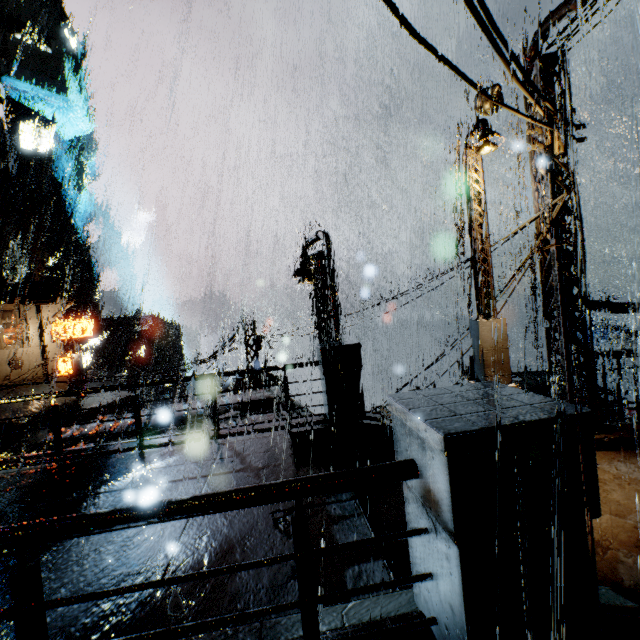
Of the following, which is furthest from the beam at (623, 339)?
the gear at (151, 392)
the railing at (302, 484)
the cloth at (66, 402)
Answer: the gear at (151, 392)

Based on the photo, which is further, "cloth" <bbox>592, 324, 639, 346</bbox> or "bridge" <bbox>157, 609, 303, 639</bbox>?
"cloth" <bbox>592, 324, 639, 346</bbox>

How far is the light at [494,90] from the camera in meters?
9.1 m

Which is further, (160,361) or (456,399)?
(160,361)

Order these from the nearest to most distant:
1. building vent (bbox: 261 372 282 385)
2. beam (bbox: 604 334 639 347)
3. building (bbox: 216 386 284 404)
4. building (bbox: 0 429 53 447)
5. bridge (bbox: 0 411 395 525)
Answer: bridge (bbox: 0 411 395 525) → building (bbox: 0 429 53 447) → building (bbox: 216 386 284 404) → building vent (bbox: 261 372 282 385) → beam (bbox: 604 334 639 347)

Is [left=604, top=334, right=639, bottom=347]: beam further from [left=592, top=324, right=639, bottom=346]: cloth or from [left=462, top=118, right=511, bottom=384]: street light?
[left=462, top=118, right=511, bottom=384]: street light

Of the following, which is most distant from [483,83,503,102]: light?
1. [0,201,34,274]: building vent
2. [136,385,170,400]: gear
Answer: [0,201,34,274]: building vent

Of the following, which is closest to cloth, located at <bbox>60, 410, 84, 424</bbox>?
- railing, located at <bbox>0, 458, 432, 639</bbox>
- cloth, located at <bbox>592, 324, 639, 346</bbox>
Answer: railing, located at <bbox>0, 458, 432, 639</bbox>
